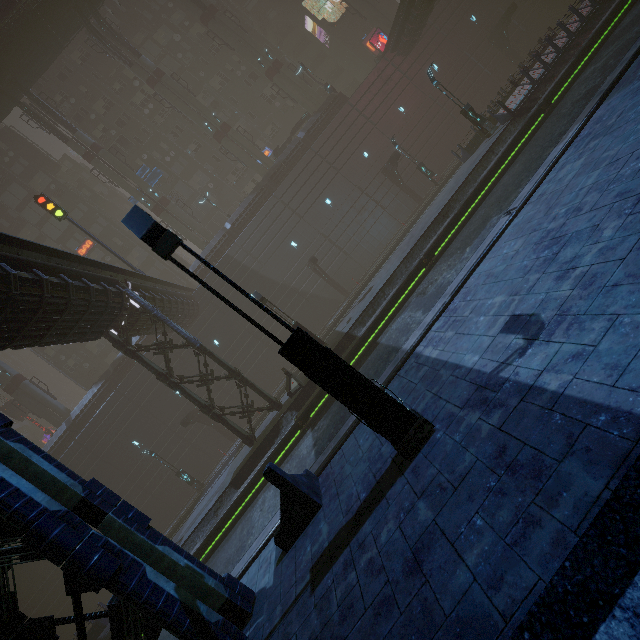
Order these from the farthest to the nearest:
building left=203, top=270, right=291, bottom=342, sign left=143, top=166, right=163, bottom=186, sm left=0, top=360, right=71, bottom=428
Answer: sign left=143, top=166, right=163, bottom=186 → sm left=0, top=360, right=71, bottom=428 → building left=203, top=270, right=291, bottom=342

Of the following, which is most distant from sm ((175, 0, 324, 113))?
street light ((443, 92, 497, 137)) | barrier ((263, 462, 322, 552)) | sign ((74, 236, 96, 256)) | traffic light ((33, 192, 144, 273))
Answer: barrier ((263, 462, 322, 552))

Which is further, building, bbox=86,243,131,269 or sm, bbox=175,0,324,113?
building, bbox=86,243,131,269

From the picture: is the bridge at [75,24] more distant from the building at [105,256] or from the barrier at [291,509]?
the barrier at [291,509]

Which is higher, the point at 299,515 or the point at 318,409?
the point at 299,515

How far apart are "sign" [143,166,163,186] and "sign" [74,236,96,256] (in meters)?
10.41

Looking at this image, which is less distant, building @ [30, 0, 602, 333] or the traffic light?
the traffic light

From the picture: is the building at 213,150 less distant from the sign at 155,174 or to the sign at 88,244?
the sign at 88,244
